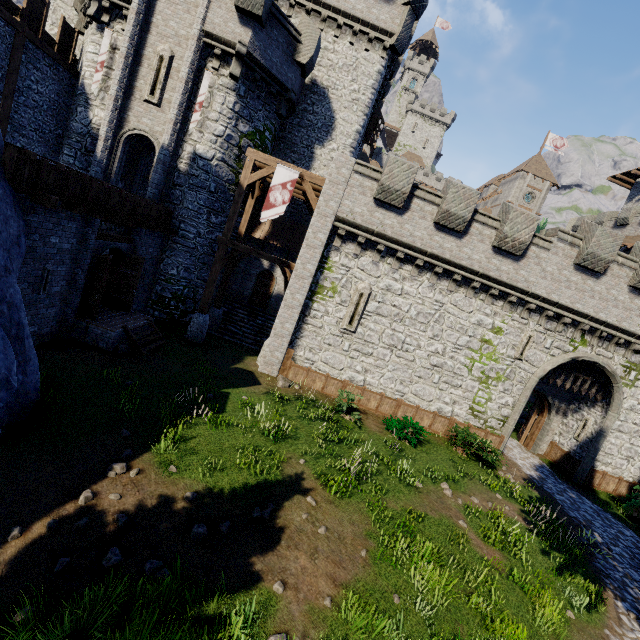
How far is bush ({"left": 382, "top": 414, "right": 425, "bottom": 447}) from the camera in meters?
14.3

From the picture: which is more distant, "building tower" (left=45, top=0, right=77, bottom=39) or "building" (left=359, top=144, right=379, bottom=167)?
"building" (left=359, top=144, right=379, bottom=167)

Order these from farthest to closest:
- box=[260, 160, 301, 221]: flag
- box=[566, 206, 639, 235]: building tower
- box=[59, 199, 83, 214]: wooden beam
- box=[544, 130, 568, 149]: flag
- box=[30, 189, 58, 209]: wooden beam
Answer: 1. box=[544, 130, 568, 149]: flag
2. box=[566, 206, 639, 235]: building tower
3. box=[260, 160, 301, 221]: flag
4. box=[59, 199, 83, 214]: wooden beam
5. box=[30, 189, 58, 209]: wooden beam

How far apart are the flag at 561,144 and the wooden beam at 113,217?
66.8m

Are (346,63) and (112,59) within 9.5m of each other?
no

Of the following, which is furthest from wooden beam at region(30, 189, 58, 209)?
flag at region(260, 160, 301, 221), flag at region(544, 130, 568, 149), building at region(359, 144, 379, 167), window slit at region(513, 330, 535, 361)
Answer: flag at region(544, 130, 568, 149)

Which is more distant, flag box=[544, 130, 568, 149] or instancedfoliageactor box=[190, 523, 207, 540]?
flag box=[544, 130, 568, 149]

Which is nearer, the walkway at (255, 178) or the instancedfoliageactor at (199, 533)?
the instancedfoliageactor at (199, 533)
